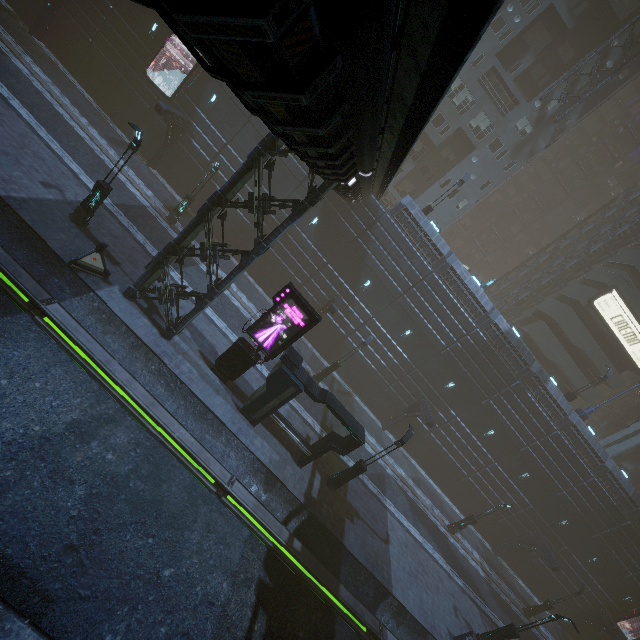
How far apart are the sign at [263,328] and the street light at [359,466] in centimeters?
735cm

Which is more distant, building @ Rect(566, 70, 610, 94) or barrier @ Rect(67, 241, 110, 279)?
building @ Rect(566, 70, 610, 94)

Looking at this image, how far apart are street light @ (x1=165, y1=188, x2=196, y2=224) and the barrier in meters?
8.8

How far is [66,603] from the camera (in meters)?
8.12

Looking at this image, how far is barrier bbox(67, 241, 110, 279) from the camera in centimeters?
1358cm

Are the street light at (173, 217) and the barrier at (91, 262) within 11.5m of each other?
yes

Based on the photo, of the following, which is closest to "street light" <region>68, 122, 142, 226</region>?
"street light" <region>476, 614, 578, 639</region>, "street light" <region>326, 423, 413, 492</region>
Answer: "street light" <region>326, 423, 413, 492</region>

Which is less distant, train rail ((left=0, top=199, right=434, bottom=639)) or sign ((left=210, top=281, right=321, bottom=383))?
train rail ((left=0, top=199, right=434, bottom=639))
